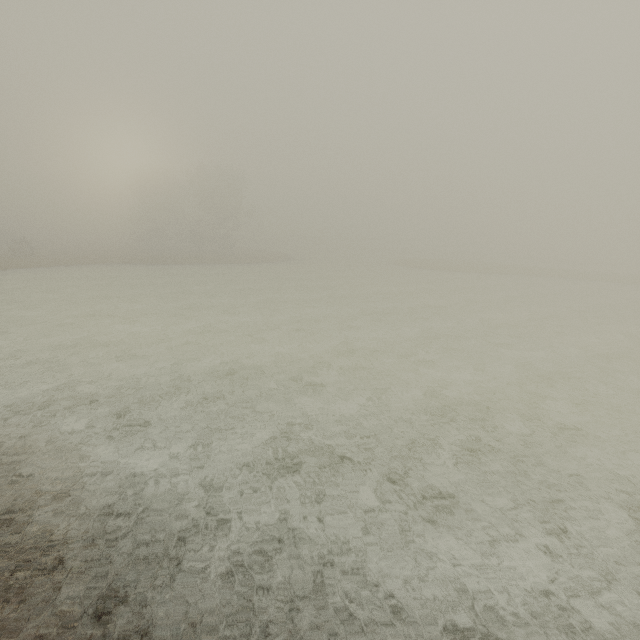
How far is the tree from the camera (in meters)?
57.31

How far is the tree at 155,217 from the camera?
57.31m

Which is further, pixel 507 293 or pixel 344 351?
pixel 507 293
